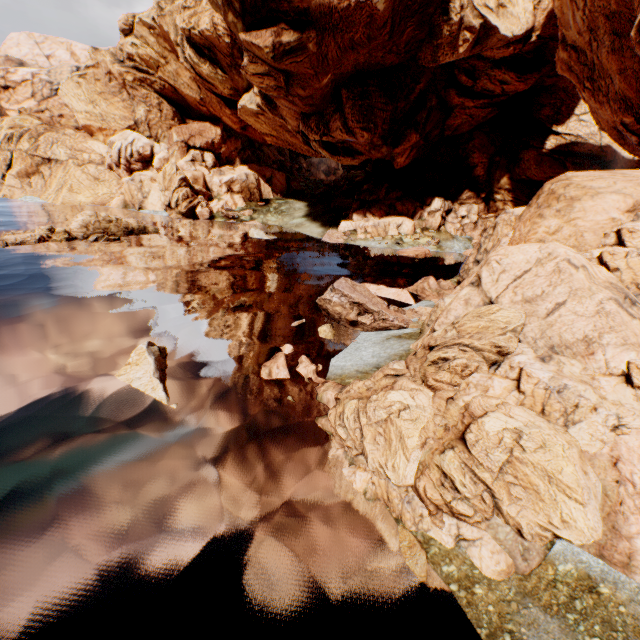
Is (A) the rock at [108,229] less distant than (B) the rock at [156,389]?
No

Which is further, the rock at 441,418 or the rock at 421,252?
the rock at 421,252

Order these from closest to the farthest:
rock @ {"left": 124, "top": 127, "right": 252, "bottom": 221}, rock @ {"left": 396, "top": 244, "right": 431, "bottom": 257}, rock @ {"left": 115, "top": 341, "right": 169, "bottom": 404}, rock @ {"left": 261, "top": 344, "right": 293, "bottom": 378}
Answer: rock @ {"left": 115, "top": 341, "right": 169, "bottom": 404} < rock @ {"left": 261, "top": 344, "right": 293, "bottom": 378} < rock @ {"left": 396, "top": 244, "right": 431, "bottom": 257} < rock @ {"left": 124, "top": 127, "right": 252, "bottom": 221}

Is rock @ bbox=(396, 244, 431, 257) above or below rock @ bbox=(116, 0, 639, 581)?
below

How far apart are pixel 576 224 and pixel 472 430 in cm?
897

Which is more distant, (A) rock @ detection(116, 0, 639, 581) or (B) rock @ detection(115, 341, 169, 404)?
(B) rock @ detection(115, 341, 169, 404)
